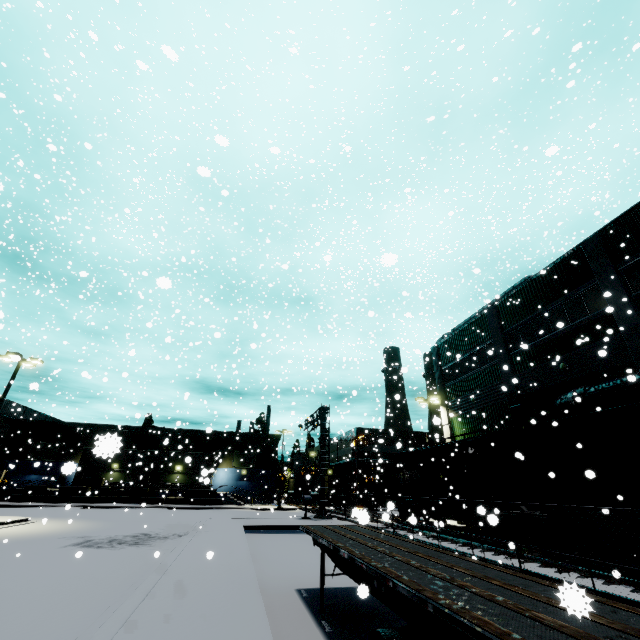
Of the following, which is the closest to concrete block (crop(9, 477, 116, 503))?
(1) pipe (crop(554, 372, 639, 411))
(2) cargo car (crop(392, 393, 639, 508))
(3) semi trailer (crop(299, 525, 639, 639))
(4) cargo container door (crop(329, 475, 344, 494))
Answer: (3) semi trailer (crop(299, 525, 639, 639))

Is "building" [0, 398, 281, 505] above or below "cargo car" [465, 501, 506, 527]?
above

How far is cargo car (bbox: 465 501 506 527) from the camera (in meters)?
5.32

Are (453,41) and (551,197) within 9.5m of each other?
yes

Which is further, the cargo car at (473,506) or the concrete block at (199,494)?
the concrete block at (199,494)

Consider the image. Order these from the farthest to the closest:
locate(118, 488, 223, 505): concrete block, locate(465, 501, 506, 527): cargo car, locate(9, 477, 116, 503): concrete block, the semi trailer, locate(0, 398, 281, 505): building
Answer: locate(0, 398, 281, 505): building < locate(118, 488, 223, 505): concrete block < locate(9, 477, 116, 503): concrete block < locate(465, 501, 506, 527): cargo car < the semi trailer

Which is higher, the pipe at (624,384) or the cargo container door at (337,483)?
the pipe at (624,384)

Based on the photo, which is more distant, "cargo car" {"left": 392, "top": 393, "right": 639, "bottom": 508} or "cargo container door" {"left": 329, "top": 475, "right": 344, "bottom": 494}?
"cargo container door" {"left": 329, "top": 475, "right": 344, "bottom": 494}
